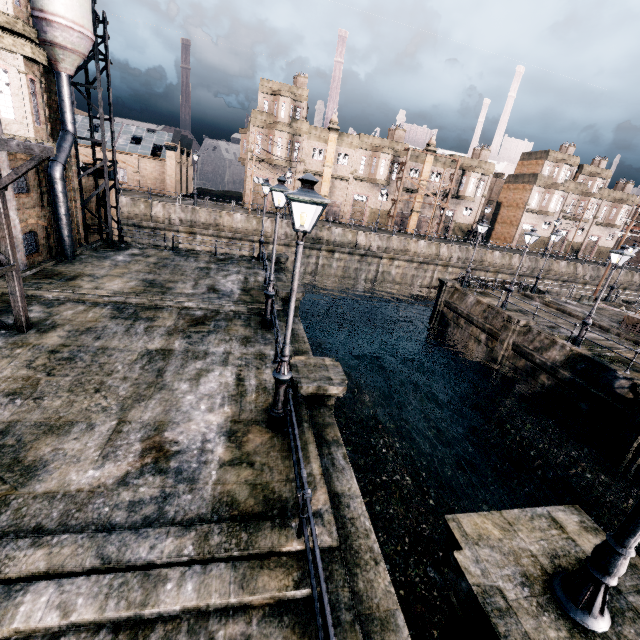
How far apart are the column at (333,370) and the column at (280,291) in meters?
6.9

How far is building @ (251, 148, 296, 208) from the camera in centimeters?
4450cm

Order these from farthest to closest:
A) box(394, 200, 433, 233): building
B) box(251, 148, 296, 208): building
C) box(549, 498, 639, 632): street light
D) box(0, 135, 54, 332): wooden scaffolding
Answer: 1. box(394, 200, 433, 233): building
2. box(251, 148, 296, 208): building
3. box(0, 135, 54, 332): wooden scaffolding
4. box(549, 498, 639, 632): street light

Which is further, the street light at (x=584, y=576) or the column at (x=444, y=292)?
the column at (x=444, y=292)

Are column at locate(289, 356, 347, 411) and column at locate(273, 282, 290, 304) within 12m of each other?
yes

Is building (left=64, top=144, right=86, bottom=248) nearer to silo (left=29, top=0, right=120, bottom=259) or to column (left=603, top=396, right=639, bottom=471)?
silo (left=29, top=0, right=120, bottom=259)

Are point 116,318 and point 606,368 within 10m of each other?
no

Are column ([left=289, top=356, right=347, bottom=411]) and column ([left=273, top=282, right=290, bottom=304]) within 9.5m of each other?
yes
